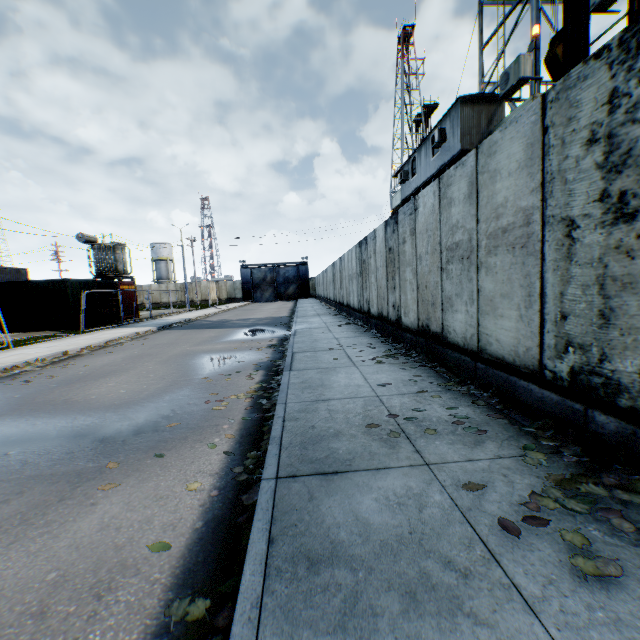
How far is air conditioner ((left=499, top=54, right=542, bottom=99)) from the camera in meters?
7.9

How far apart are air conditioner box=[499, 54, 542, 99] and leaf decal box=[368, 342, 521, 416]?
7.1m

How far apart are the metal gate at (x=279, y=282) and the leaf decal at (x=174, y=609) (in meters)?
51.35

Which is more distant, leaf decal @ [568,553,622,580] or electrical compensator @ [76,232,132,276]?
electrical compensator @ [76,232,132,276]

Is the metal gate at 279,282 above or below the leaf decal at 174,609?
above

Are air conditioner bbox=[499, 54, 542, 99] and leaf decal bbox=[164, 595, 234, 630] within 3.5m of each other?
no

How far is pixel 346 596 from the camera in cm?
169

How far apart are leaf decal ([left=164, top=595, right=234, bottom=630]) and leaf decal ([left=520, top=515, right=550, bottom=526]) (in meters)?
1.85
